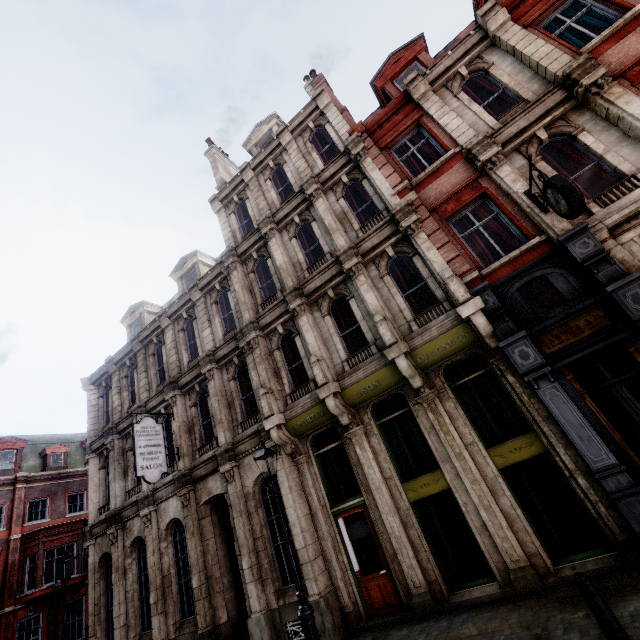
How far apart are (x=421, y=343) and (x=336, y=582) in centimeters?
725cm

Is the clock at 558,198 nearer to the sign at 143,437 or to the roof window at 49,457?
the sign at 143,437

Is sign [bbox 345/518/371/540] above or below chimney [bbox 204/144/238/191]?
below

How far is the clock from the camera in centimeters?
646cm

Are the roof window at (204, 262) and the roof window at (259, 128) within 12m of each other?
yes

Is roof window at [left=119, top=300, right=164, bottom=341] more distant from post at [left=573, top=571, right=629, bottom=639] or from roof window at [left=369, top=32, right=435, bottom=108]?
post at [left=573, top=571, right=629, bottom=639]

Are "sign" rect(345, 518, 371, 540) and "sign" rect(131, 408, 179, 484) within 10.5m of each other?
yes

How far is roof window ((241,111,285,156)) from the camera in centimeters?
A: 1702cm
